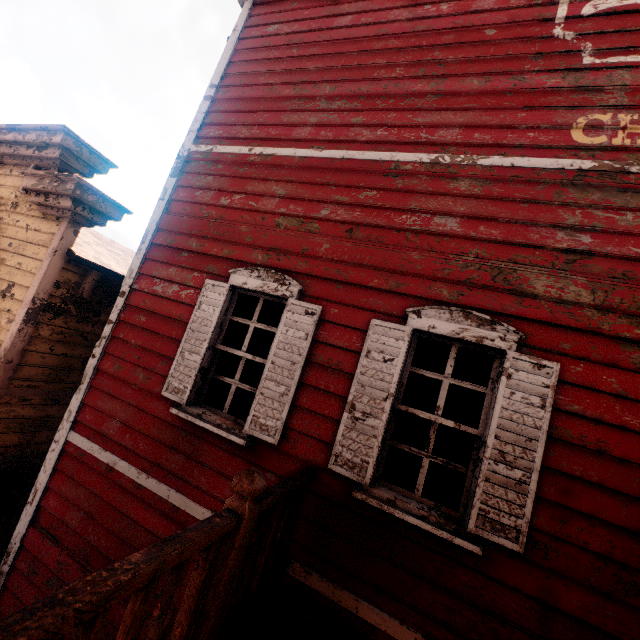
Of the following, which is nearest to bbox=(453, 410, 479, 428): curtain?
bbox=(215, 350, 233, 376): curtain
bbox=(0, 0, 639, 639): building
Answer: bbox=(0, 0, 639, 639): building

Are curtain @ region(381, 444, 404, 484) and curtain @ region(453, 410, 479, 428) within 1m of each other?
yes

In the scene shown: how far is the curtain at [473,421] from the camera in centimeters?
269cm

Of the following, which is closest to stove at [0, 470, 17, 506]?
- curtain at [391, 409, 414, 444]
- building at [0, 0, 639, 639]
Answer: building at [0, 0, 639, 639]

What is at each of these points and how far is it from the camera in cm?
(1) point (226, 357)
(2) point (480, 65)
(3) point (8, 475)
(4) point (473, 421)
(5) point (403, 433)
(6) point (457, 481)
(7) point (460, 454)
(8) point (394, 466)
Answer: (1) curtain, 362
(2) building, 336
(3) stove, 455
(4) curtain, 270
(5) curtain, 286
(6) curtain, 263
(7) curtain, 267
(8) curtain, 281

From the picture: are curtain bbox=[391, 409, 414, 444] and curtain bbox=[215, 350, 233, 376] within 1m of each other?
no

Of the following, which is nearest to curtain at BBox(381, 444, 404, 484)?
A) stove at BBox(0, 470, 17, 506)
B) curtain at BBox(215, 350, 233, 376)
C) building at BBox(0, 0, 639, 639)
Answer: building at BBox(0, 0, 639, 639)
